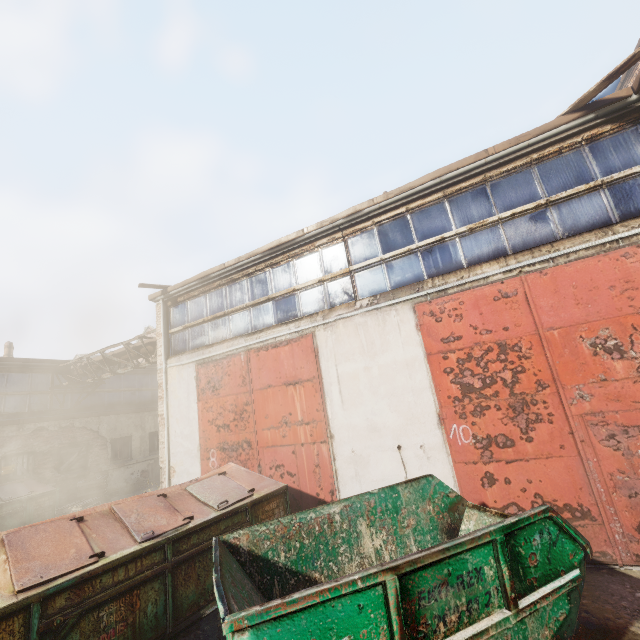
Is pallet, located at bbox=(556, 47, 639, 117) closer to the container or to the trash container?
the container

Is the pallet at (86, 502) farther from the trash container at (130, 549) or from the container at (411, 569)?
the container at (411, 569)

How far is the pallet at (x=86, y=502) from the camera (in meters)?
10.73

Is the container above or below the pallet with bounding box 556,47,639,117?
below

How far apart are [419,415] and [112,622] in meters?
5.0

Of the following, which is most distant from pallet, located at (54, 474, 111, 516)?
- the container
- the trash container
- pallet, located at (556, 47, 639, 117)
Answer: pallet, located at (556, 47, 639, 117)

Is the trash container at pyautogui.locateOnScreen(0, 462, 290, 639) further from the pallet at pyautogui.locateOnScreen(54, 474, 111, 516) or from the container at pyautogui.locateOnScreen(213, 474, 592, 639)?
the pallet at pyautogui.locateOnScreen(54, 474, 111, 516)

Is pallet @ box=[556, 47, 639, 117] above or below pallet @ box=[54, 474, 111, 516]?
above
